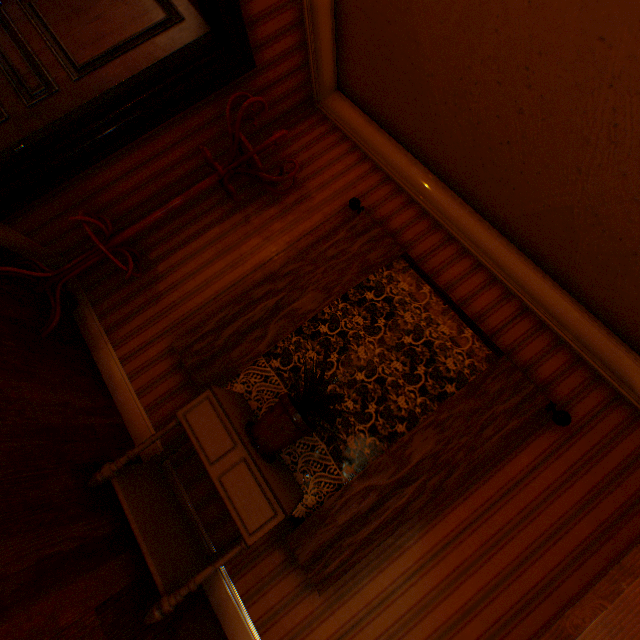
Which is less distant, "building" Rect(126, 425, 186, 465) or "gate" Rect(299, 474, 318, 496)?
"building" Rect(126, 425, 186, 465)

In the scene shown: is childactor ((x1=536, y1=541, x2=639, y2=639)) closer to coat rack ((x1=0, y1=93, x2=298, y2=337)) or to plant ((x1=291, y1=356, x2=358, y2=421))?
plant ((x1=291, y1=356, x2=358, y2=421))

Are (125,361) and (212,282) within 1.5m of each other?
yes

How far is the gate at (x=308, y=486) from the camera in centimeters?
1476cm

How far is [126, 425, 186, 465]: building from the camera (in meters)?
2.32

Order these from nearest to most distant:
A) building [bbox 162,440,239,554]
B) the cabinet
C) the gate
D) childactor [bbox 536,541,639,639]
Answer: childactor [bbox 536,541,639,639] → the cabinet → building [bbox 162,440,239,554] → the gate

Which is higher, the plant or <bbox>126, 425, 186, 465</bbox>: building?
the plant

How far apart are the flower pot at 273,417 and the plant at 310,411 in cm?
4
